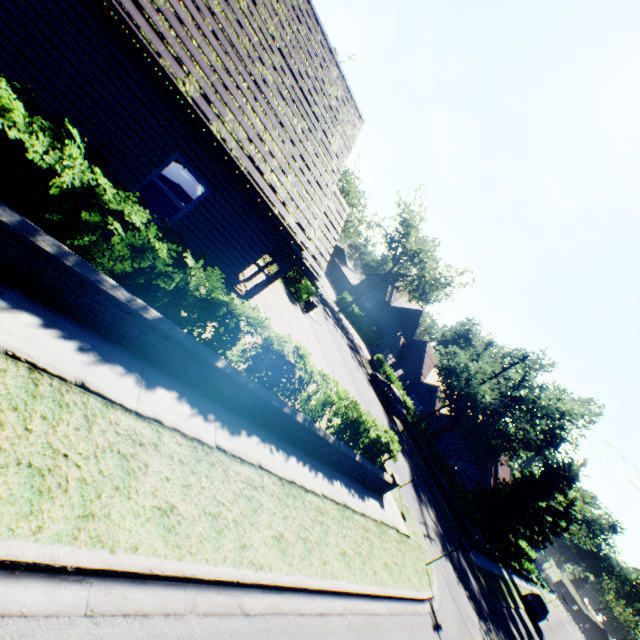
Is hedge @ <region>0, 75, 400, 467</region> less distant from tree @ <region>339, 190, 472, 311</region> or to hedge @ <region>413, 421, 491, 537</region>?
tree @ <region>339, 190, 472, 311</region>

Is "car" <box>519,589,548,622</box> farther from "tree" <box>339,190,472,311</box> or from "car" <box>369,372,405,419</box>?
"car" <box>369,372,405,419</box>

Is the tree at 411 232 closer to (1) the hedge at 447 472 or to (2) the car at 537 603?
(1) the hedge at 447 472

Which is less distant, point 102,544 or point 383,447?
point 102,544

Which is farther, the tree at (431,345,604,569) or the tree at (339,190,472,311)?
the tree at (339,190,472,311)

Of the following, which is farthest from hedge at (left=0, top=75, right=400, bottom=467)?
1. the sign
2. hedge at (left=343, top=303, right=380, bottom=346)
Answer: hedge at (left=343, top=303, right=380, bottom=346)

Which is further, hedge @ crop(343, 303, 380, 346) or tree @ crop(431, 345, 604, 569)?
hedge @ crop(343, 303, 380, 346)

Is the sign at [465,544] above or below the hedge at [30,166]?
above
